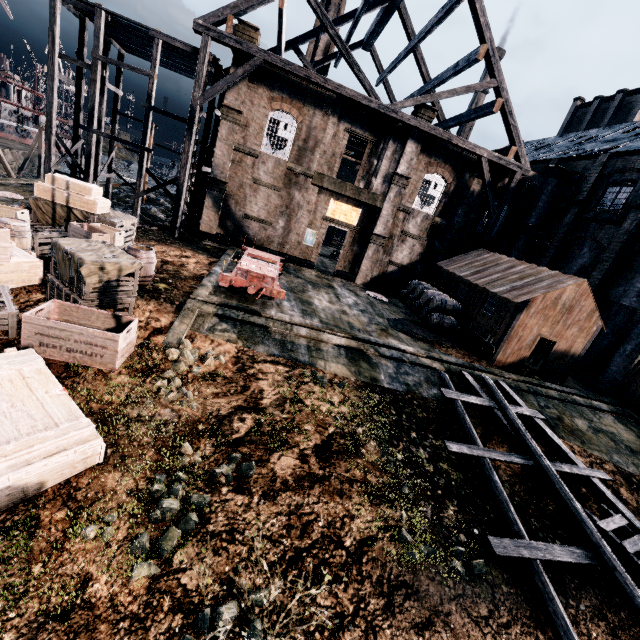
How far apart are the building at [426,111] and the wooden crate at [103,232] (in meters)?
20.14

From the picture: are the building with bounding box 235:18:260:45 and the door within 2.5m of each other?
no

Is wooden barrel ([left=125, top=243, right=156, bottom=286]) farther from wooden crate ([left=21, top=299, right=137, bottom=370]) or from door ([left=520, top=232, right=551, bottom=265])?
door ([left=520, top=232, right=551, bottom=265])

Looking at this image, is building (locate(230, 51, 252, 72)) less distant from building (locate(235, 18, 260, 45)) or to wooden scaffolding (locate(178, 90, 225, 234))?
wooden scaffolding (locate(178, 90, 225, 234))

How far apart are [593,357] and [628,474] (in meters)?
10.22

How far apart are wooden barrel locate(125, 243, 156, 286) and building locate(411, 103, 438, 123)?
19.81m

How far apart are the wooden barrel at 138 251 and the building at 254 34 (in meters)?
15.75

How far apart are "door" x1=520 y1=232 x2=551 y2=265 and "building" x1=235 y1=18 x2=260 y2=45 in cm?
2569
